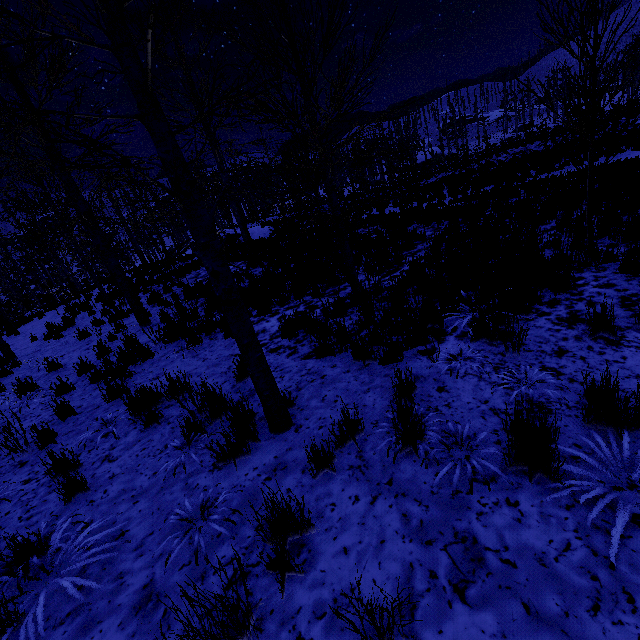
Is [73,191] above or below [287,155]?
below

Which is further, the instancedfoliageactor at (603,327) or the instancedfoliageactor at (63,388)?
the instancedfoliageactor at (63,388)

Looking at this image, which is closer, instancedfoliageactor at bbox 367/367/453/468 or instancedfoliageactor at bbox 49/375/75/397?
instancedfoliageactor at bbox 367/367/453/468

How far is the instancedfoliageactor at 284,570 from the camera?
1.97m

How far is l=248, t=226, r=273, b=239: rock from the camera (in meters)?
25.12

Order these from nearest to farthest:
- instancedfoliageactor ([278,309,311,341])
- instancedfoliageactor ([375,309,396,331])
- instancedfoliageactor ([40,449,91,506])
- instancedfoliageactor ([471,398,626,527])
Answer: instancedfoliageactor ([471,398,626,527]) < instancedfoliageactor ([40,449,91,506]) < instancedfoliageactor ([375,309,396,331]) < instancedfoliageactor ([278,309,311,341])
